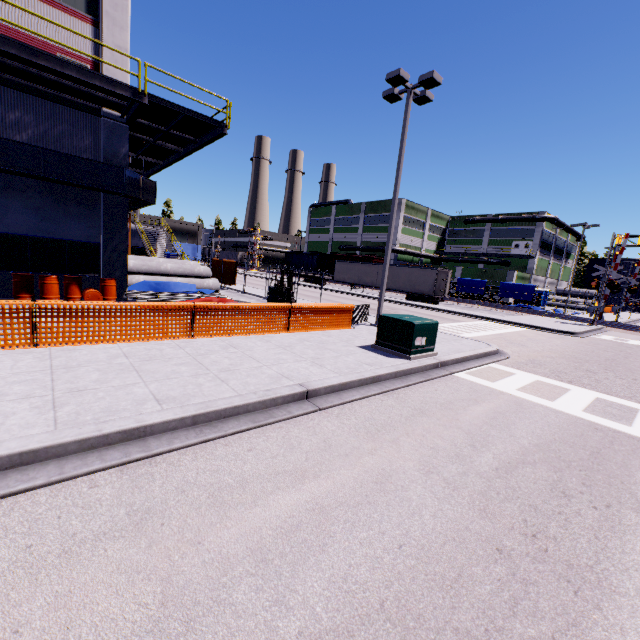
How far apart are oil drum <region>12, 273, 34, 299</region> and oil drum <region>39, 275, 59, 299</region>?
0.18m

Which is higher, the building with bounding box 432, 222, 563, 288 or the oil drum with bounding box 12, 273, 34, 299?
the building with bounding box 432, 222, 563, 288

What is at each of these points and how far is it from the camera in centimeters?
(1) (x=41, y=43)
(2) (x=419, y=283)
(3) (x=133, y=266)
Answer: (1) building, 1165cm
(2) semi trailer, 3288cm
(3) concrete pipe, 1820cm

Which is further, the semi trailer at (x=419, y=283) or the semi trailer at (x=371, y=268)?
the semi trailer at (x=371, y=268)

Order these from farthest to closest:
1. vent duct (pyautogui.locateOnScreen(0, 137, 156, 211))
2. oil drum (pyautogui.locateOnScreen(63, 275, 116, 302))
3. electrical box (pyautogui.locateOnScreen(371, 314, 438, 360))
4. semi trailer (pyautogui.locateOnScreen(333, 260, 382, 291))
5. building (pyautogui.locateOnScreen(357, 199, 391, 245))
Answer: building (pyautogui.locateOnScreen(357, 199, 391, 245)) → semi trailer (pyautogui.locateOnScreen(333, 260, 382, 291)) → oil drum (pyautogui.locateOnScreen(63, 275, 116, 302)) → vent duct (pyautogui.locateOnScreen(0, 137, 156, 211)) → electrical box (pyautogui.locateOnScreen(371, 314, 438, 360))

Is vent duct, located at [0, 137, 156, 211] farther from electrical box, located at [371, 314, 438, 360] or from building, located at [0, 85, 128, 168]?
electrical box, located at [371, 314, 438, 360]

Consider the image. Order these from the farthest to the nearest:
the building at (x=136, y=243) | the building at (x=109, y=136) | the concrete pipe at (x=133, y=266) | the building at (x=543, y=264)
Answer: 1. the building at (x=543, y=264)
2. the building at (x=136, y=243)
3. the concrete pipe at (x=133, y=266)
4. the building at (x=109, y=136)

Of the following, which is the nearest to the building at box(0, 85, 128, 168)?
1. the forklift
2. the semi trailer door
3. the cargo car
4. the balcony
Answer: the balcony
